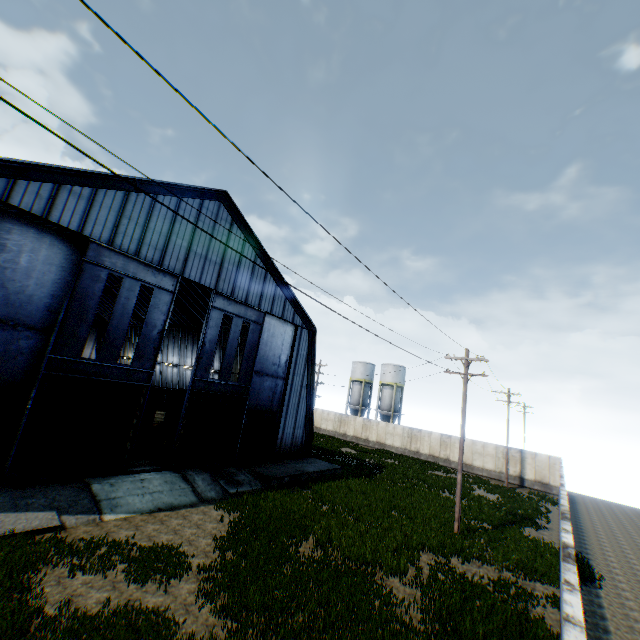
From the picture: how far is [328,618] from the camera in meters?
8.7 m

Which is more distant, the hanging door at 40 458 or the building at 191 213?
the building at 191 213

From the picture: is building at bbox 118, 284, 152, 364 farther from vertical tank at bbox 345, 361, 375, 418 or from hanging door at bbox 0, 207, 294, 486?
vertical tank at bbox 345, 361, 375, 418

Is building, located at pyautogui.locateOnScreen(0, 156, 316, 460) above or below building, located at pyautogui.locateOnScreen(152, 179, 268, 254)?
below

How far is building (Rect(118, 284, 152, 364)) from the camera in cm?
3822

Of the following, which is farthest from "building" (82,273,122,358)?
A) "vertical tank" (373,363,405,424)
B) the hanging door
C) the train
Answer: "vertical tank" (373,363,405,424)

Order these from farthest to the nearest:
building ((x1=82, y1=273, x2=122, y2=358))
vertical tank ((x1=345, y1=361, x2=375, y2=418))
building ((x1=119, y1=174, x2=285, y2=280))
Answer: vertical tank ((x1=345, y1=361, x2=375, y2=418))
building ((x1=82, y1=273, x2=122, y2=358))
building ((x1=119, y1=174, x2=285, y2=280))

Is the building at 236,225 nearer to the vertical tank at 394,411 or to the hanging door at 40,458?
the hanging door at 40,458
